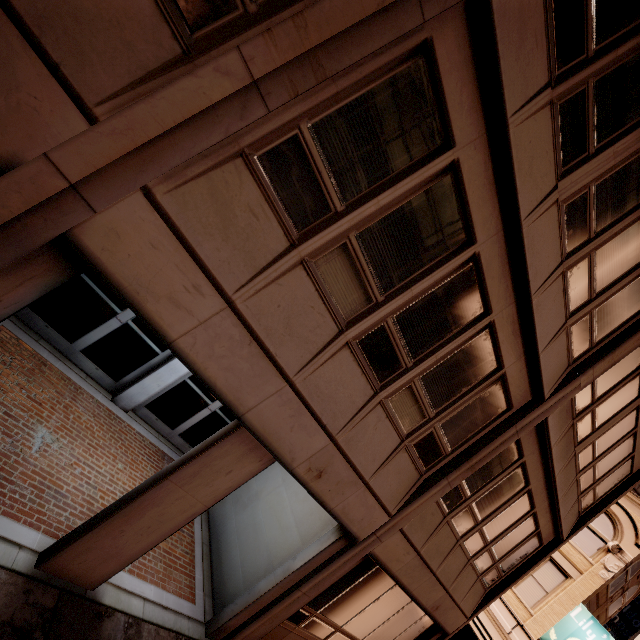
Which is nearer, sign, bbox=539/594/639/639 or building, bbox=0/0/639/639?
building, bbox=0/0/639/639

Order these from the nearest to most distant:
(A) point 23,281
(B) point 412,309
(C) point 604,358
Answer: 1. (A) point 23,281
2. (B) point 412,309
3. (C) point 604,358

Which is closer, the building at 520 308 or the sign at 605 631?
the building at 520 308
